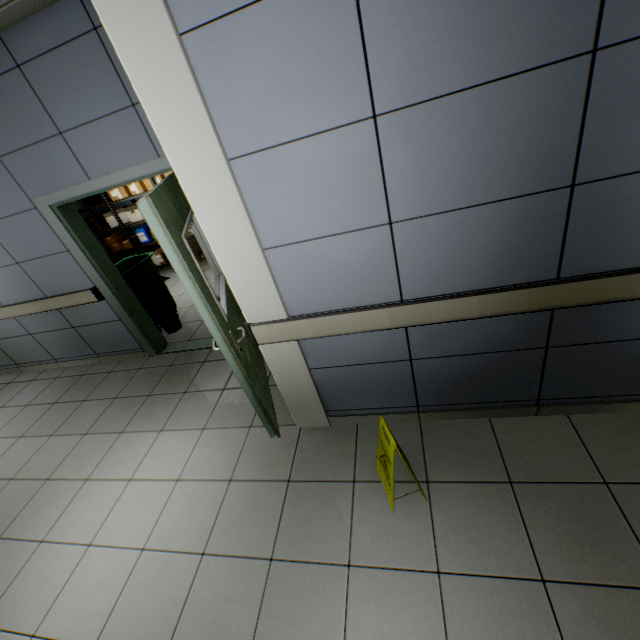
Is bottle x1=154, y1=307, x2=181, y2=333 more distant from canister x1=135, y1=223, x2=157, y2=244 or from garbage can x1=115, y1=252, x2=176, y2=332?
canister x1=135, y1=223, x2=157, y2=244

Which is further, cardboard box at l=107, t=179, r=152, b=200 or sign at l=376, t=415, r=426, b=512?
cardboard box at l=107, t=179, r=152, b=200

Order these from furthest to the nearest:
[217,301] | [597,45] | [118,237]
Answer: [118,237]
[217,301]
[597,45]

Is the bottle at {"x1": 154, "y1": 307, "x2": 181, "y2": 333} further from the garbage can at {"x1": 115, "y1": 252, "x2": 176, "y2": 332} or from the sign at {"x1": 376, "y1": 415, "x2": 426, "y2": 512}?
the sign at {"x1": 376, "y1": 415, "x2": 426, "y2": 512}

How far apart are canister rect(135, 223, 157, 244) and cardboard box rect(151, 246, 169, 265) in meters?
0.2 m

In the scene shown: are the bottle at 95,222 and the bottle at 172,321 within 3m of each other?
no

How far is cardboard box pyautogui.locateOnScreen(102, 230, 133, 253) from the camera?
7.1m

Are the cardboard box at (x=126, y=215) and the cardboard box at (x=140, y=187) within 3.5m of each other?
yes
